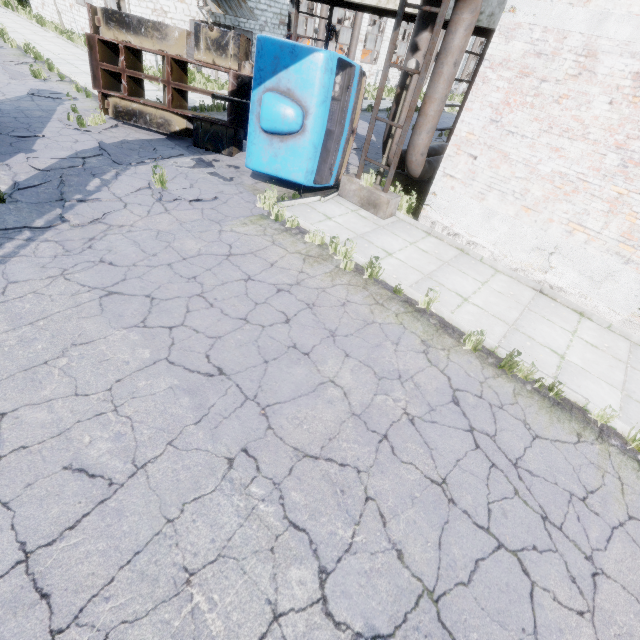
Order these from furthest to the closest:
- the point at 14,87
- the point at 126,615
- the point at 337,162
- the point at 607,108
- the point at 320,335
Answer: the point at 14,87 → the point at 337,162 → the point at 607,108 → the point at 320,335 → the point at 126,615

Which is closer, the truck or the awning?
the truck

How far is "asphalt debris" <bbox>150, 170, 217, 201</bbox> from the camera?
7.7m

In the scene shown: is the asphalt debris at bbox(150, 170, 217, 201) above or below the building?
below

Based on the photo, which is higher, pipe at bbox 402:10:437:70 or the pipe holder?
pipe at bbox 402:10:437:70

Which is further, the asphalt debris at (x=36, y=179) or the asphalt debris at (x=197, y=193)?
the asphalt debris at (x=197, y=193)

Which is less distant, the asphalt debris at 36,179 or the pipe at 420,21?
the asphalt debris at 36,179

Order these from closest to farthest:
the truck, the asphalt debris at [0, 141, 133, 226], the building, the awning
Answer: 1. the asphalt debris at [0, 141, 133, 226]
2. the truck
3. the building
4. the awning
